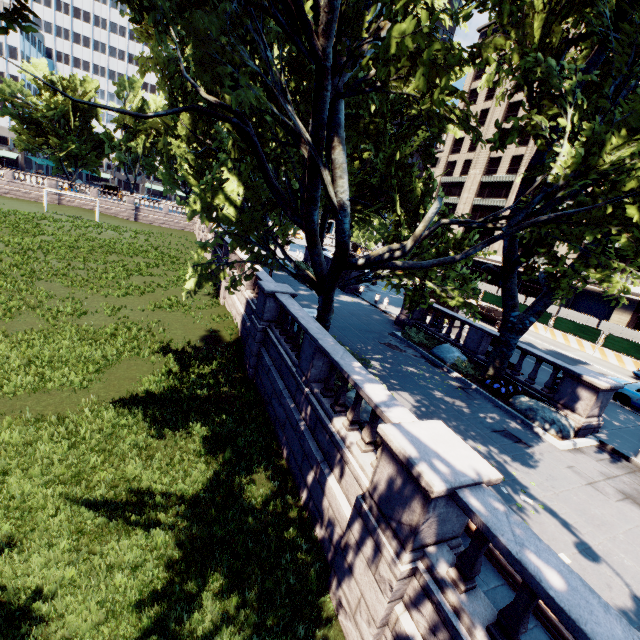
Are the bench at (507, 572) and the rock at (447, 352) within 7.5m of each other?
no

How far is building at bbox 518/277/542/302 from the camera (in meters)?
45.50

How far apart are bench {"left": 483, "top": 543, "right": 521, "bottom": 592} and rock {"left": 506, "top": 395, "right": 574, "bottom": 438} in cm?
686

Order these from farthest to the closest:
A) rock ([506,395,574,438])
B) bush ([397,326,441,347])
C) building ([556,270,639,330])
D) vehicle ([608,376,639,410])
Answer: building ([556,270,639,330]), bush ([397,326,441,347]), vehicle ([608,376,639,410]), rock ([506,395,574,438])

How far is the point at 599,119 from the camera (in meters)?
8.55

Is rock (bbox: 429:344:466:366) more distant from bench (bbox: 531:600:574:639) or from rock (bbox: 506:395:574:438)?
bench (bbox: 531:600:574:639)

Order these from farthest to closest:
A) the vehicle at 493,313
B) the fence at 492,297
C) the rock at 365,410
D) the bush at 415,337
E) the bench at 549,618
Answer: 1. the fence at 492,297
2. the vehicle at 493,313
3. the bush at 415,337
4. the rock at 365,410
5. the bench at 549,618

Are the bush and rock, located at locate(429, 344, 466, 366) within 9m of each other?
yes
